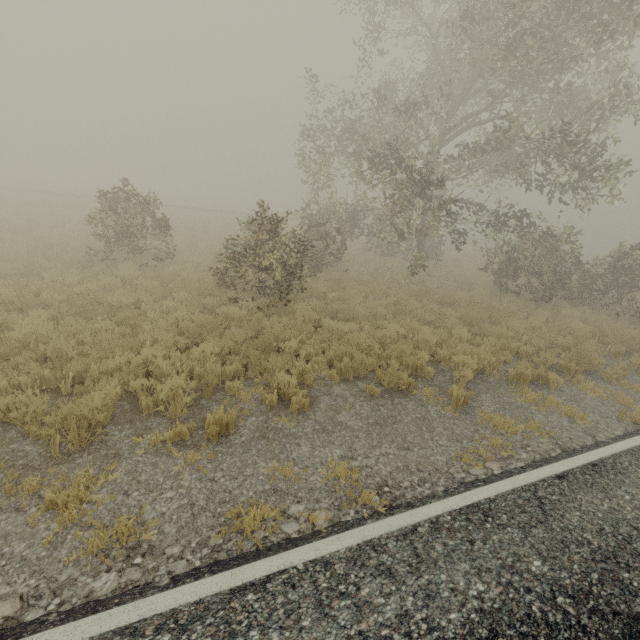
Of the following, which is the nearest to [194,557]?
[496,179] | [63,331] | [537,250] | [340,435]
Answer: [340,435]
